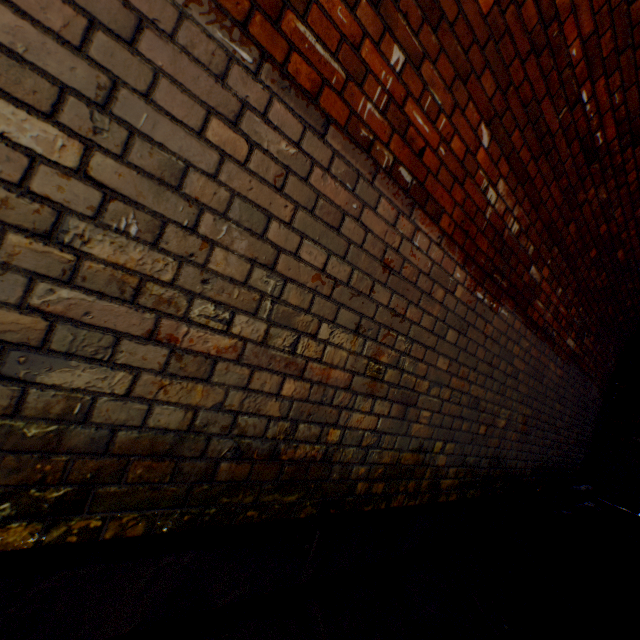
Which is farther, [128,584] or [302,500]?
[302,500]
